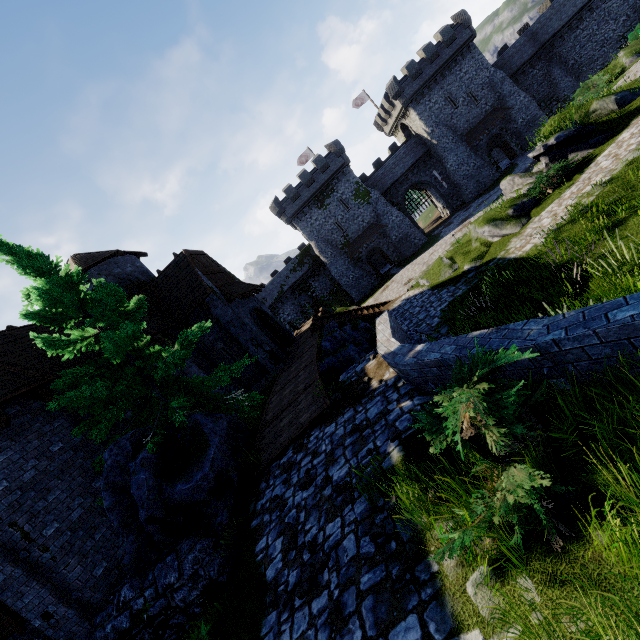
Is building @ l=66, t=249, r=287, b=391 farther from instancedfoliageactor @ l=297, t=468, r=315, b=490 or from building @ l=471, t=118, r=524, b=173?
building @ l=471, t=118, r=524, b=173

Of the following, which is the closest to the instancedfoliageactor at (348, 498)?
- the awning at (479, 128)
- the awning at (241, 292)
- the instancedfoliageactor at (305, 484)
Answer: the instancedfoliageactor at (305, 484)

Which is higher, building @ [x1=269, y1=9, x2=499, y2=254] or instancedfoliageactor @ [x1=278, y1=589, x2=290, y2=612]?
building @ [x1=269, y1=9, x2=499, y2=254]

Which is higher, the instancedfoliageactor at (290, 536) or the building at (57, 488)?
the building at (57, 488)

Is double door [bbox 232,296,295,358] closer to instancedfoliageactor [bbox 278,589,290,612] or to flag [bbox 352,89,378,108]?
instancedfoliageactor [bbox 278,589,290,612]

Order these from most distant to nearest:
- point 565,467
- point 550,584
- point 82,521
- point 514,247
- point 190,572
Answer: point 514,247
point 82,521
point 190,572
point 565,467
point 550,584

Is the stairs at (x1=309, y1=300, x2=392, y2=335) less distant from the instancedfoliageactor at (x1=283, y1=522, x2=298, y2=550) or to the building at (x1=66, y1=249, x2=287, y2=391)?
the building at (x1=66, y1=249, x2=287, y2=391)

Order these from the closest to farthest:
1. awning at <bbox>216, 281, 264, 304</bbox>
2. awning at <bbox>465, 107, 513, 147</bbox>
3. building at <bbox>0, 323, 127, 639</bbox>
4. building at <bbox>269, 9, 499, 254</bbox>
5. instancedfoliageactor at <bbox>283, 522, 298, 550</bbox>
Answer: instancedfoliageactor at <bbox>283, 522, 298, 550</bbox>
building at <bbox>0, 323, 127, 639</bbox>
awning at <bbox>216, 281, 264, 304</bbox>
building at <bbox>269, 9, 499, 254</bbox>
awning at <bbox>465, 107, 513, 147</bbox>
